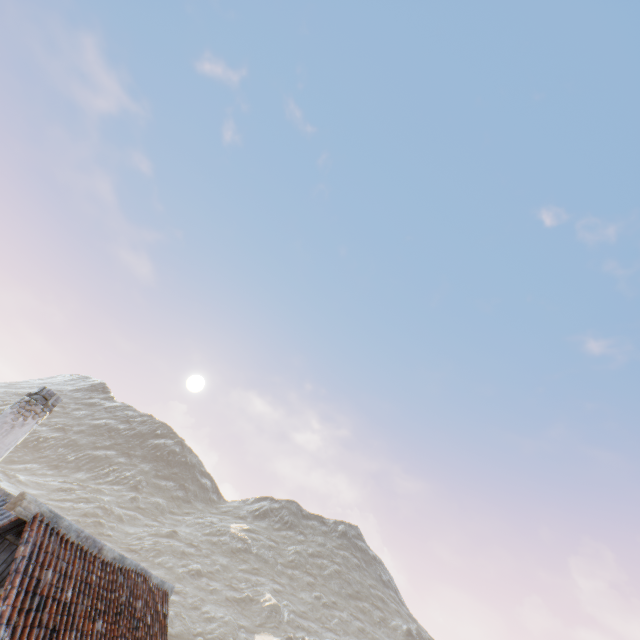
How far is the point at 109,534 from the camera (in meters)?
53.56
